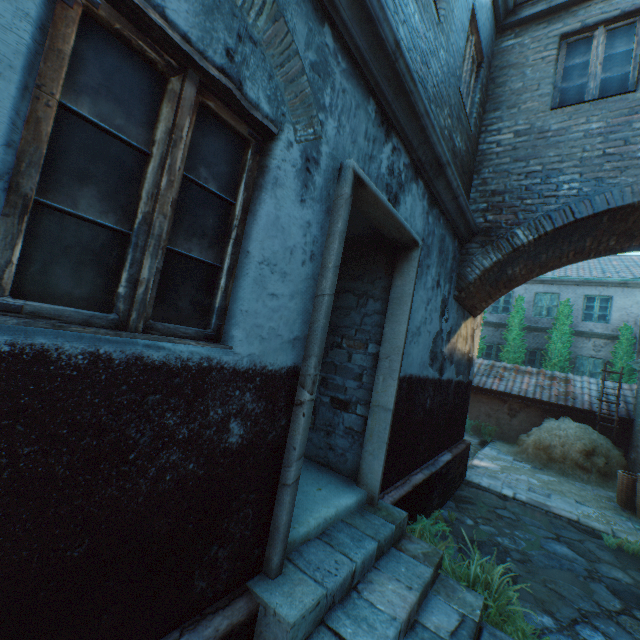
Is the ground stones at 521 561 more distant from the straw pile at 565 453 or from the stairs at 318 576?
the straw pile at 565 453

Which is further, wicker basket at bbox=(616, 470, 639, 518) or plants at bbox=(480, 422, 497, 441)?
plants at bbox=(480, 422, 497, 441)

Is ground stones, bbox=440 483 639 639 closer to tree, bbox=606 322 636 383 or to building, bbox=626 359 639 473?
building, bbox=626 359 639 473

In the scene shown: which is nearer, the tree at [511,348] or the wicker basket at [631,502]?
the wicker basket at [631,502]

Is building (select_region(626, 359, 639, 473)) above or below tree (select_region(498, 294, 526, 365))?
below

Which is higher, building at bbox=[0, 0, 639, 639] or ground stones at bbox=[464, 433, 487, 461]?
building at bbox=[0, 0, 639, 639]

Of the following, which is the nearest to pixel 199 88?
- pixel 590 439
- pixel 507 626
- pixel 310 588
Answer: pixel 310 588

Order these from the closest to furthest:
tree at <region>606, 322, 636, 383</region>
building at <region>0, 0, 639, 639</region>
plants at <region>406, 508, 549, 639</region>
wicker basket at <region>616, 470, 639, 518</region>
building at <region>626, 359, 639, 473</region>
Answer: building at <region>0, 0, 639, 639</region> < plants at <region>406, 508, 549, 639</region> < wicker basket at <region>616, 470, 639, 518</region> < building at <region>626, 359, 639, 473</region> < tree at <region>606, 322, 636, 383</region>
